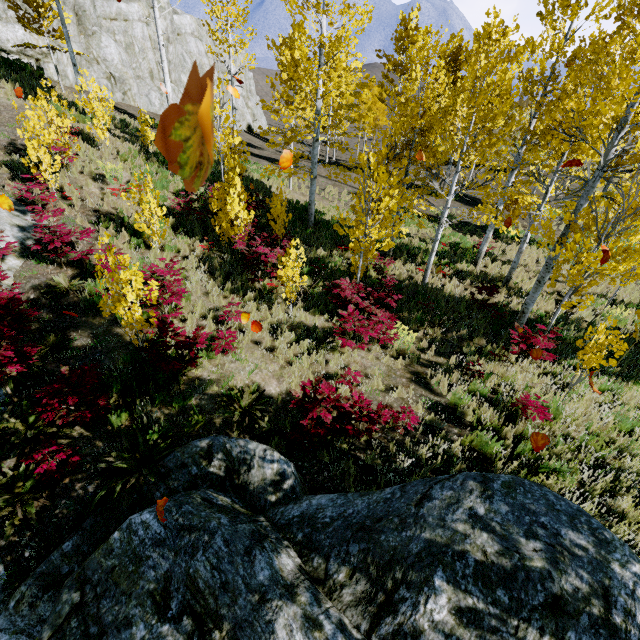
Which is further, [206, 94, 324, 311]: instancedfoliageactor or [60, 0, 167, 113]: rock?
[60, 0, 167, 113]: rock

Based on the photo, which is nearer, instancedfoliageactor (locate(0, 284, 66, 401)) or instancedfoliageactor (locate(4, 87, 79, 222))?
instancedfoliageactor (locate(0, 284, 66, 401))

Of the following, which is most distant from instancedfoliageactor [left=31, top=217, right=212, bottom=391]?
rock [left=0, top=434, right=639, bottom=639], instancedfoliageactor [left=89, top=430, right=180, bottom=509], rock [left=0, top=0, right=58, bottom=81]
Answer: rock [left=0, top=0, right=58, bottom=81]

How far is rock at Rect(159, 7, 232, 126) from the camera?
27.3m

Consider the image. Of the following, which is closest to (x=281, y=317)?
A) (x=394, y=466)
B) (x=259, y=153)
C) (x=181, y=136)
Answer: (x=394, y=466)

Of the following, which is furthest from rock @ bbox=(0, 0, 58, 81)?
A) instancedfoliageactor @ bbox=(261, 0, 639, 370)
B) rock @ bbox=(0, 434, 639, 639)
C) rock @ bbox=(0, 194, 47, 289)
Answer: rock @ bbox=(0, 434, 639, 639)

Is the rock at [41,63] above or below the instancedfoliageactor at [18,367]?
above

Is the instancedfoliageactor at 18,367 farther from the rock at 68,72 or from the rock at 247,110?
the rock at 247,110
